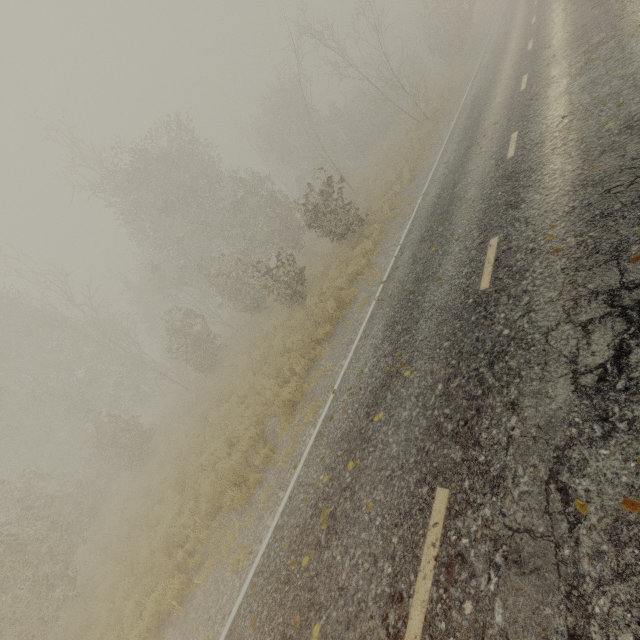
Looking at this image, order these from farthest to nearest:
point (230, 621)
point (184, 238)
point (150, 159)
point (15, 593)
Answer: point (184, 238) → point (150, 159) → point (15, 593) → point (230, 621)
